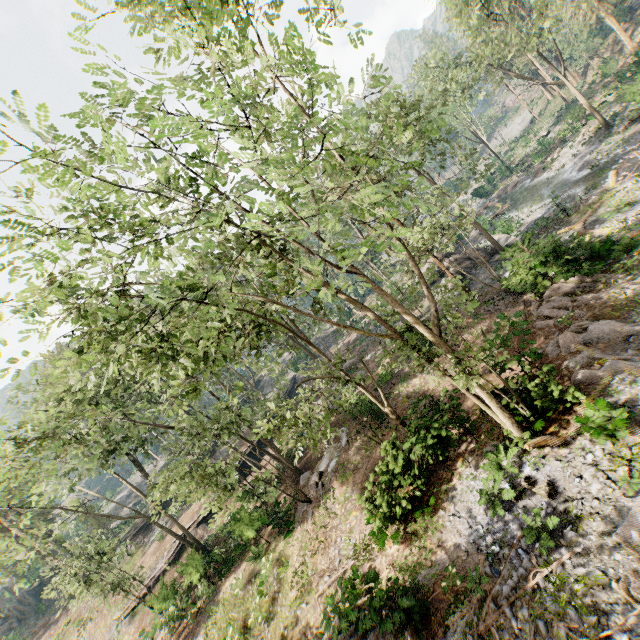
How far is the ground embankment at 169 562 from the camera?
29.32m

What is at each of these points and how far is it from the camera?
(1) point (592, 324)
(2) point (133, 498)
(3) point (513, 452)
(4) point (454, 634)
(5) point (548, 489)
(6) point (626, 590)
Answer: (1) foliage, 13.8m
(2) rock, 57.2m
(3) foliage, 12.3m
(4) foliage, 9.6m
(5) foliage, 10.5m
(6) foliage, 7.5m

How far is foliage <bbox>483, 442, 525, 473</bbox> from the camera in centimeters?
1205cm

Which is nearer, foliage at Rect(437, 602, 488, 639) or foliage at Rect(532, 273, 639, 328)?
foliage at Rect(437, 602, 488, 639)

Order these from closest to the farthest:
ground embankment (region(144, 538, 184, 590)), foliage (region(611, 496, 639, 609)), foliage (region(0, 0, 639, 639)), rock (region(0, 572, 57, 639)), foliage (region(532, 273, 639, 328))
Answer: foliage (region(0, 0, 639, 639))
foliage (region(611, 496, 639, 609))
foliage (region(532, 273, 639, 328))
ground embankment (region(144, 538, 184, 590))
rock (region(0, 572, 57, 639))

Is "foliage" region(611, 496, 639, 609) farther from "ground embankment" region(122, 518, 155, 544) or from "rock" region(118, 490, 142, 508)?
"ground embankment" region(122, 518, 155, 544)

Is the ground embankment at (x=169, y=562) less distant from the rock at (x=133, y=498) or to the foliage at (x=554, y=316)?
the foliage at (x=554, y=316)

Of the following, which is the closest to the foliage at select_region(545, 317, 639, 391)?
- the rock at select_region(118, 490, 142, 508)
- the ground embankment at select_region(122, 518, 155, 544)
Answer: the rock at select_region(118, 490, 142, 508)
